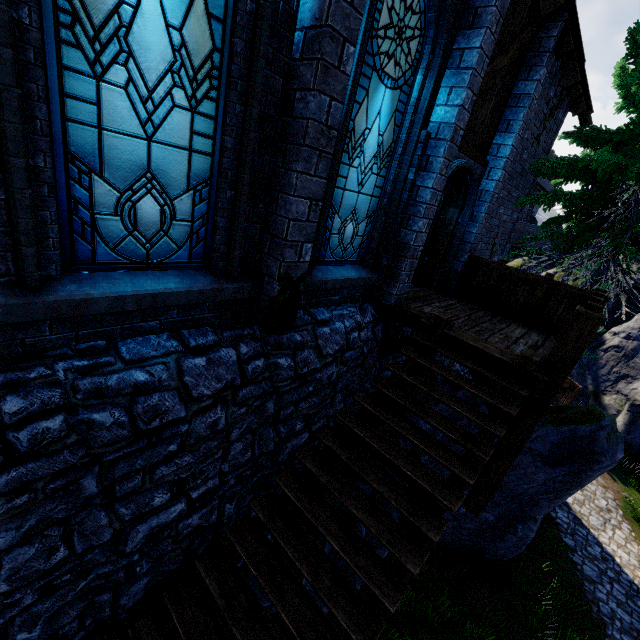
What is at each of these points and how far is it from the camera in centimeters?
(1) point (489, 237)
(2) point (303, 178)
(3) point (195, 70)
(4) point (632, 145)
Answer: (1) building, 1005cm
(2) building, 338cm
(3) window glass, 272cm
(4) tree, 834cm

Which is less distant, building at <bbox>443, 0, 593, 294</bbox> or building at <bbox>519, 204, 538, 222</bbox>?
building at <bbox>443, 0, 593, 294</bbox>

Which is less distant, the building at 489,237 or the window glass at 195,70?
the window glass at 195,70

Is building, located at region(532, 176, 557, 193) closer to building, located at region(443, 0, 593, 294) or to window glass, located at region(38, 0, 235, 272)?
building, located at region(443, 0, 593, 294)

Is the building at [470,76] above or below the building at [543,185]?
below

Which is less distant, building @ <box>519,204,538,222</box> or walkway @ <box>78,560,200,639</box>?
walkway @ <box>78,560,200,639</box>

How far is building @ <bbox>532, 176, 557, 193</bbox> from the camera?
33.1 meters

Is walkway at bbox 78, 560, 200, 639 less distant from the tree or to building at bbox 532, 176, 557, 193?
the tree
